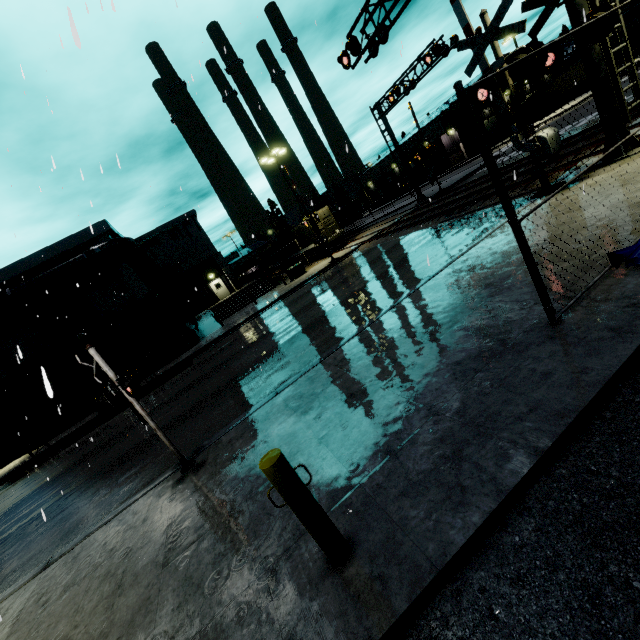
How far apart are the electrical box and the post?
25.5 meters

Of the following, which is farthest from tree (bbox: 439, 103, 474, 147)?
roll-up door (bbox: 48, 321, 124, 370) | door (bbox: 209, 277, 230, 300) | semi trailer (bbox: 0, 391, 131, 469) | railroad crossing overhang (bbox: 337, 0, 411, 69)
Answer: railroad crossing overhang (bbox: 337, 0, 411, 69)

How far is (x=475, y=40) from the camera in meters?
8.9 m

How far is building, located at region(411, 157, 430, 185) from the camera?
55.7m

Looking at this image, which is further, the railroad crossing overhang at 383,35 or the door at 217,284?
the door at 217,284

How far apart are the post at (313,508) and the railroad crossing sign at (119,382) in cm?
382

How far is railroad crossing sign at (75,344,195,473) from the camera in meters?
5.3

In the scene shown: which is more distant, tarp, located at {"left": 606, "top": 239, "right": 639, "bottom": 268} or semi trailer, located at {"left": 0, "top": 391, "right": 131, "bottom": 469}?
semi trailer, located at {"left": 0, "top": 391, "right": 131, "bottom": 469}
